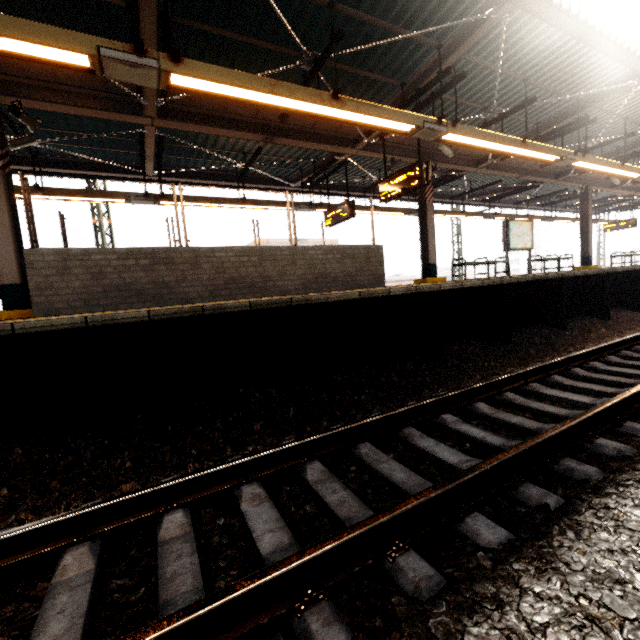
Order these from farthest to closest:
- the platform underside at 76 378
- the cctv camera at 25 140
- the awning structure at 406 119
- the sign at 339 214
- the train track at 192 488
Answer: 1. the sign at 339 214
2. the cctv camera at 25 140
3. the awning structure at 406 119
4. the platform underside at 76 378
5. the train track at 192 488

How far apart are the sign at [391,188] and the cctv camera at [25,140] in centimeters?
749cm

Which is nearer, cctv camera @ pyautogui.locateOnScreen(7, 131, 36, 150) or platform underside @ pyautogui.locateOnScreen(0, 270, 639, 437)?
platform underside @ pyautogui.locateOnScreen(0, 270, 639, 437)

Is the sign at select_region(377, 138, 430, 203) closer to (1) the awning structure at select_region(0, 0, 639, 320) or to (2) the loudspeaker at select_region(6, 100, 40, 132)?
(1) the awning structure at select_region(0, 0, 639, 320)

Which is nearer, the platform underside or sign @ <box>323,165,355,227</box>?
the platform underside

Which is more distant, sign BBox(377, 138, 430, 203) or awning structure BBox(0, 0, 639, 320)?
sign BBox(377, 138, 430, 203)

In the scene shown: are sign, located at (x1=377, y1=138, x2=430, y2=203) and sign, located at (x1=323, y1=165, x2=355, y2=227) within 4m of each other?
yes

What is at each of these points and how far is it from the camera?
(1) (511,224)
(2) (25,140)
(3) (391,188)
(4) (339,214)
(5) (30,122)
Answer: (1) sign, 11.7 meters
(2) cctv camera, 6.5 meters
(3) sign, 7.8 meters
(4) sign, 9.9 meters
(5) loudspeaker, 5.6 meters
